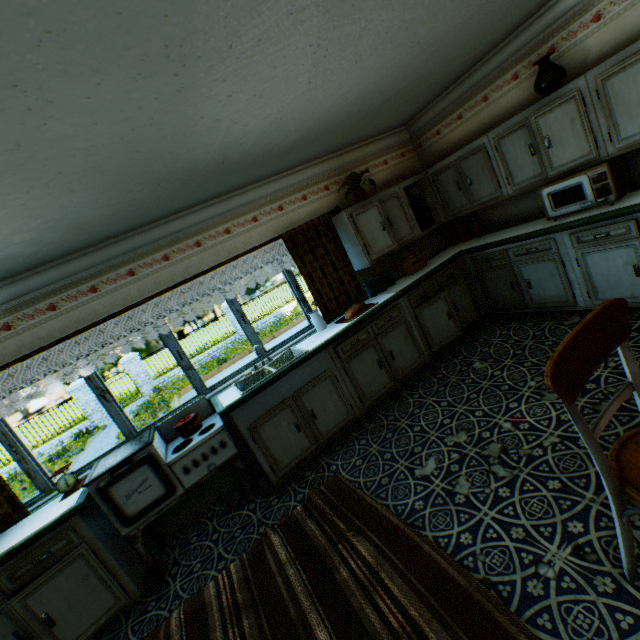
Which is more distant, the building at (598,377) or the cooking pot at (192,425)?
the cooking pot at (192,425)

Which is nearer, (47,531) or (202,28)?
(202,28)

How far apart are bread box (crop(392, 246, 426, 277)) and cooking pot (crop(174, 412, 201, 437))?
3.5m

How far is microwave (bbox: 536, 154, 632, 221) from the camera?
3.25m

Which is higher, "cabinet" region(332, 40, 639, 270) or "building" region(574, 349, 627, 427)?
"cabinet" region(332, 40, 639, 270)

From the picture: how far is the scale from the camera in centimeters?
310cm

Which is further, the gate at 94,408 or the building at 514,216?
the gate at 94,408

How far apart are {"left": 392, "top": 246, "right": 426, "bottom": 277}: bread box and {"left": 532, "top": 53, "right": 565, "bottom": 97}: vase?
2.15m
